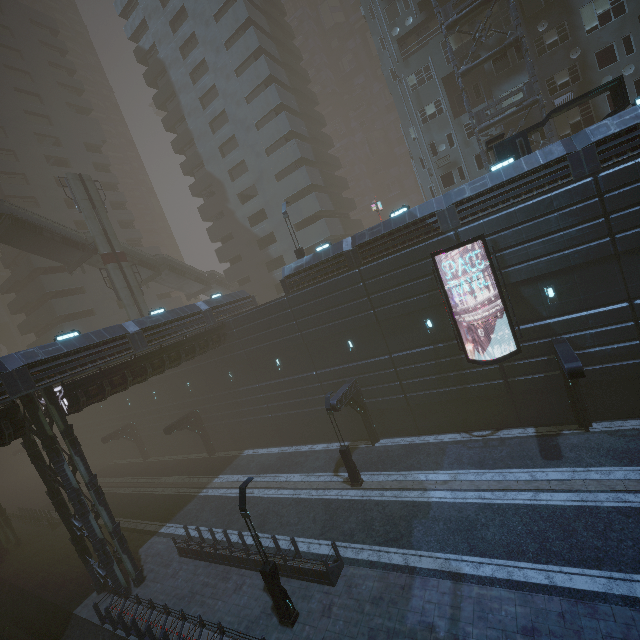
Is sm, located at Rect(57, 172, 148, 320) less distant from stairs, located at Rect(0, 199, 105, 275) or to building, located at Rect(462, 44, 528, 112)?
stairs, located at Rect(0, 199, 105, 275)

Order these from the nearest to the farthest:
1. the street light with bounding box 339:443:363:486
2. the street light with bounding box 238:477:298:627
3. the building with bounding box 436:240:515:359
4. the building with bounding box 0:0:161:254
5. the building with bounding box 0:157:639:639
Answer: the street light with bounding box 238:477:298:627 → the building with bounding box 0:157:639:639 → the building with bounding box 436:240:515:359 → the street light with bounding box 339:443:363:486 → the building with bounding box 0:0:161:254

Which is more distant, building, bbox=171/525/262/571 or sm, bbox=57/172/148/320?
sm, bbox=57/172/148/320

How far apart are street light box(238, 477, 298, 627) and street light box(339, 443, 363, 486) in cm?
668

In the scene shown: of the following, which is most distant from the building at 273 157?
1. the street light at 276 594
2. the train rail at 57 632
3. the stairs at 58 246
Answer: the stairs at 58 246

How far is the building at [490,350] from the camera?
17.2 meters

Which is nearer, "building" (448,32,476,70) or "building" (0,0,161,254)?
"building" (448,32,476,70)

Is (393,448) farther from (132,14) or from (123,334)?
(132,14)
